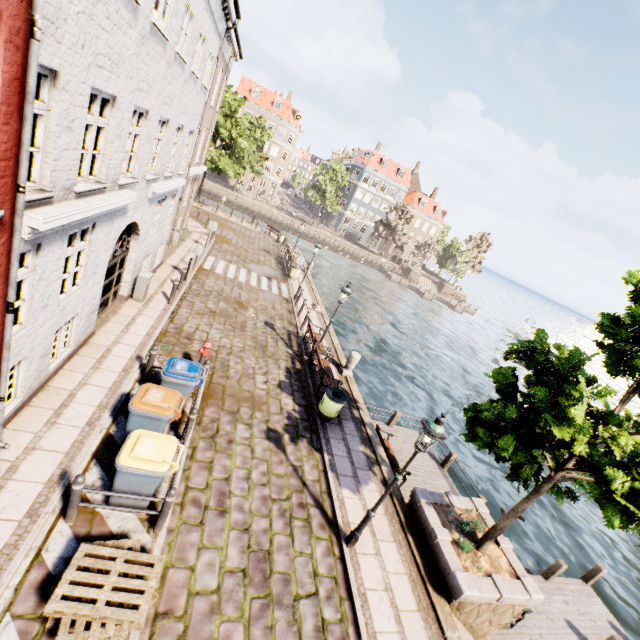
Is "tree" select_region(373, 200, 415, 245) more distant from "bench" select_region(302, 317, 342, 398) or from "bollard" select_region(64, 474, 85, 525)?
"bollard" select_region(64, 474, 85, 525)

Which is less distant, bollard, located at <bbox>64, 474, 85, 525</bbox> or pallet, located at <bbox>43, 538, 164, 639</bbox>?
pallet, located at <bbox>43, 538, 164, 639</bbox>

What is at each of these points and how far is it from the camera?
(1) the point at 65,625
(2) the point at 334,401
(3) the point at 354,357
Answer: (1) pallet, 4.1 meters
(2) trash bin, 10.1 meters
(3) pillar, 13.5 meters

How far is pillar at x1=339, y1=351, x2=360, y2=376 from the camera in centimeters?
1352cm

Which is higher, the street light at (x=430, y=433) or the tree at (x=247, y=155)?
the tree at (x=247, y=155)

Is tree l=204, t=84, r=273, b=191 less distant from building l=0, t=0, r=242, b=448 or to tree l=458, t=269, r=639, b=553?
building l=0, t=0, r=242, b=448

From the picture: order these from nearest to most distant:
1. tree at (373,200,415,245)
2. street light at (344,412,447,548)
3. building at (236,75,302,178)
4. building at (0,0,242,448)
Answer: building at (0,0,242,448), street light at (344,412,447,548), building at (236,75,302,178), tree at (373,200,415,245)

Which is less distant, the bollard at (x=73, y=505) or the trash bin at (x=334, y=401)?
the bollard at (x=73, y=505)
